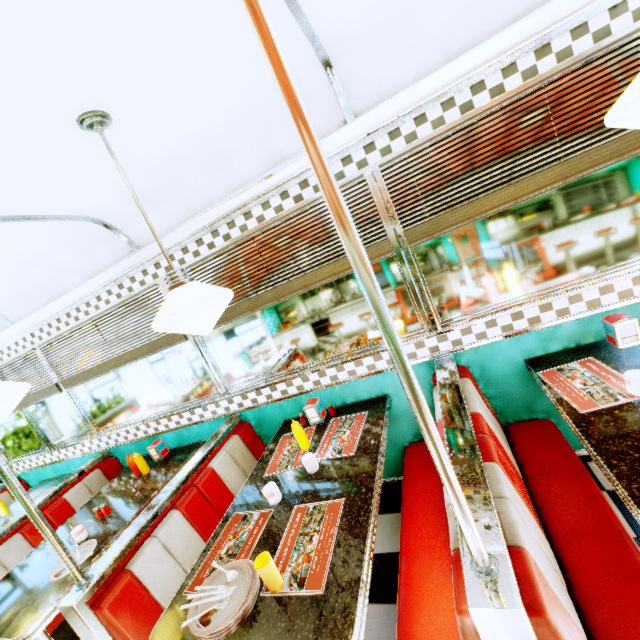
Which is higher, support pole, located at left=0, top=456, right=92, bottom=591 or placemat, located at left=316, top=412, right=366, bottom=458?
support pole, located at left=0, top=456, right=92, bottom=591

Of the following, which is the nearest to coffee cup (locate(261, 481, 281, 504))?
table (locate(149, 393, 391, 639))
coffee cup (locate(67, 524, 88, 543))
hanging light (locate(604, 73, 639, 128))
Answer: table (locate(149, 393, 391, 639))

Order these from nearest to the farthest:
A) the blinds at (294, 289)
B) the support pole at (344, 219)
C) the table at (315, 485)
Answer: the support pole at (344, 219) → the table at (315, 485) → the blinds at (294, 289)

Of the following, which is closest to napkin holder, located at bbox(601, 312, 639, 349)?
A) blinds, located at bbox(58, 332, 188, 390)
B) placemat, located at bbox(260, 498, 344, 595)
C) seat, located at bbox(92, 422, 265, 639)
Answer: placemat, located at bbox(260, 498, 344, 595)

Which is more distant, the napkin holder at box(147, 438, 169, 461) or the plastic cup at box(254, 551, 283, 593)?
the napkin holder at box(147, 438, 169, 461)

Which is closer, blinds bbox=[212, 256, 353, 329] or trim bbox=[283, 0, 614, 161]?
trim bbox=[283, 0, 614, 161]

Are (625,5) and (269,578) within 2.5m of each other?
no

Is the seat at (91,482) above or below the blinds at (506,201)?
below
